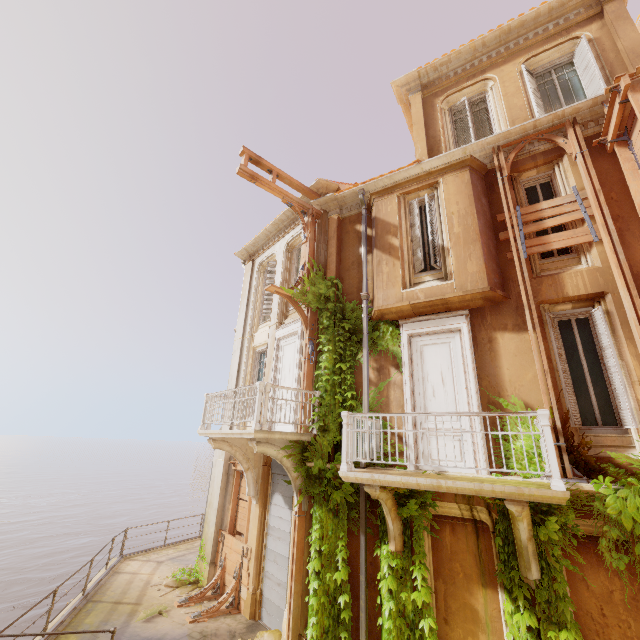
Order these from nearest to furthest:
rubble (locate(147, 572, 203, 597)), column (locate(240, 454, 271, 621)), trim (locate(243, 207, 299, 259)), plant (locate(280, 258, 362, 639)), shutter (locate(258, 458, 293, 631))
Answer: plant (locate(280, 258, 362, 639)) → shutter (locate(258, 458, 293, 631)) → column (locate(240, 454, 271, 621)) → rubble (locate(147, 572, 203, 597)) → trim (locate(243, 207, 299, 259))

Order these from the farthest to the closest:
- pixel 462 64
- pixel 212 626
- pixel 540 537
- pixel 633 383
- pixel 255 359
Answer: pixel 255 359
pixel 462 64
pixel 212 626
pixel 633 383
pixel 540 537

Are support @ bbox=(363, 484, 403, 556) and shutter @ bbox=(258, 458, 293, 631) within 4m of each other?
yes

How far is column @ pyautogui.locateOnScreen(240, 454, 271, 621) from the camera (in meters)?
8.77

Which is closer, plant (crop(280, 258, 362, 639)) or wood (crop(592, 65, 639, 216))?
wood (crop(592, 65, 639, 216))

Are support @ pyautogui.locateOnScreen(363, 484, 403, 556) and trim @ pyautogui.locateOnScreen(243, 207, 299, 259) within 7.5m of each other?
no

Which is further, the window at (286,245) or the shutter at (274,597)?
the window at (286,245)

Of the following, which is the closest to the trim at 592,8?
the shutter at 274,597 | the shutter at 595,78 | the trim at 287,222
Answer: the shutter at 595,78
